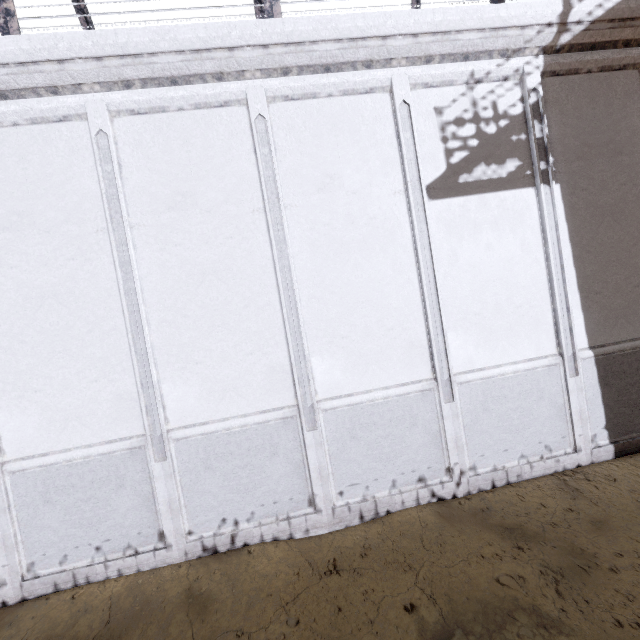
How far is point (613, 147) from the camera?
6.1m
